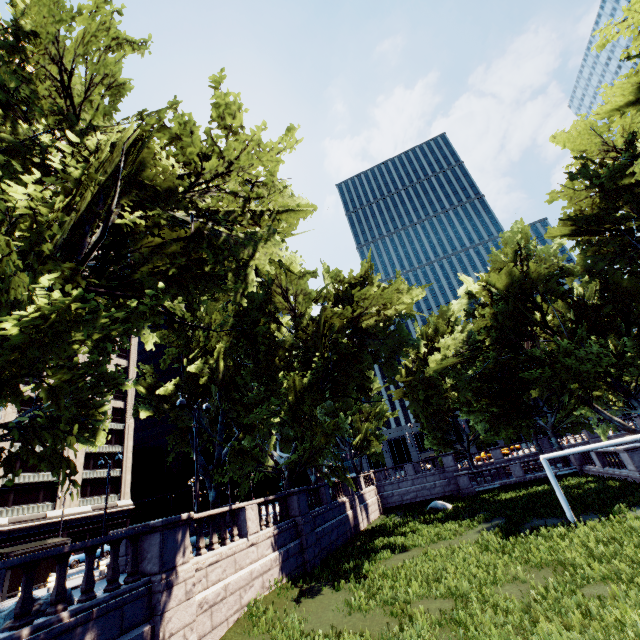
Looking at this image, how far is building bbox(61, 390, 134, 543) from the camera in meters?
46.2

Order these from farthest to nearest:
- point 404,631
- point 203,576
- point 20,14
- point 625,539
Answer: point 625,539 → point 203,576 → point 20,14 → point 404,631

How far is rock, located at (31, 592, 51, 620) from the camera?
8.00m

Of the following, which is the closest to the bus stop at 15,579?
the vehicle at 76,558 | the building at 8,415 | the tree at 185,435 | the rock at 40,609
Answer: the tree at 185,435

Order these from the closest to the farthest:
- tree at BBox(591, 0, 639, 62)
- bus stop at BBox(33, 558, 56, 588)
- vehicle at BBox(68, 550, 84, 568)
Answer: tree at BBox(591, 0, 639, 62) → bus stop at BBox(33, 558, 56, 588) → vehicle at BBox(68, 550, 84, 568)

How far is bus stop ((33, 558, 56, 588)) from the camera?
18.4m

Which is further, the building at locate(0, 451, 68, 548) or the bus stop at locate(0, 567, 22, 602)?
the building at locate(0, 451, 68, 548)

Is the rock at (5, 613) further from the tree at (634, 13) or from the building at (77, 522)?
the building at (77, 522)
